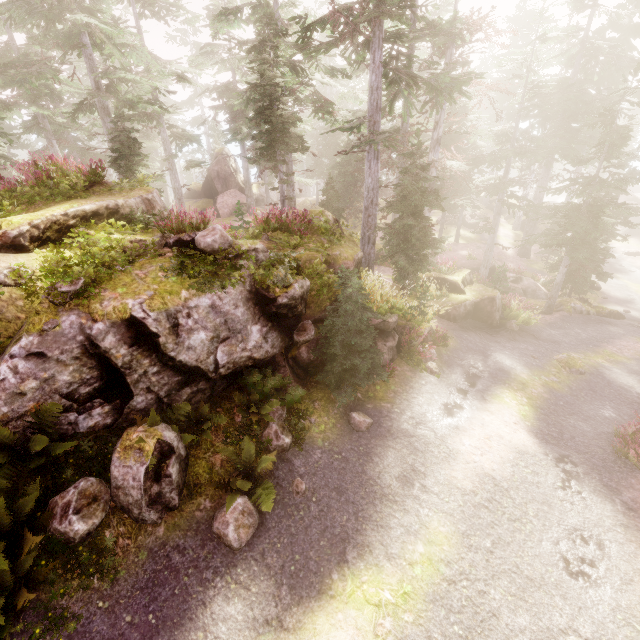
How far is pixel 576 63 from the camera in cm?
2628

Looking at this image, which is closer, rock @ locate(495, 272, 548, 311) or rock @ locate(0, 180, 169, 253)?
rock @ locate(0, 180, 169, 253)

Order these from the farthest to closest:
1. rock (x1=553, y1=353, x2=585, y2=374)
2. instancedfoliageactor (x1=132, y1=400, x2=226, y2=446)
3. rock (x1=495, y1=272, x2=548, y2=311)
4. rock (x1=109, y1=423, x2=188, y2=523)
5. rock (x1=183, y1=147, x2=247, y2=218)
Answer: rock (x1=183, y1=147, x2=247, y2=218) < rock (x1=495, y1=272, x2=548, y2=311) < rock (x1=553, y1=353, x2=585, y2=374) < instancedfoliageactor (x1=132, y1=400, x2=226, y2=446) < rock (x1=109, y1=423, x2=188, y2=523)

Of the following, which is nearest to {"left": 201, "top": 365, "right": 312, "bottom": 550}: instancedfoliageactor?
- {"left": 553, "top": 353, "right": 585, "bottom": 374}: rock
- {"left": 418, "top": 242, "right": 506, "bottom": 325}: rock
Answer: {"left": 418, "top": 242, "right": 506, "bottom": 325}: rock

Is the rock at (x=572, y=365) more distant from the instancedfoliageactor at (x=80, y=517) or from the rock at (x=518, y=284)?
the rock at (x=518, y=284)

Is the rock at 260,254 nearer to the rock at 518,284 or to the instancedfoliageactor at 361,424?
the instancedfoliageactor at 361,424

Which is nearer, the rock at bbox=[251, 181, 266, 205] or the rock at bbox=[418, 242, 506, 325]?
the rock at bbox=[418, 242, 506, 325]

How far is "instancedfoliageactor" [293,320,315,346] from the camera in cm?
922
